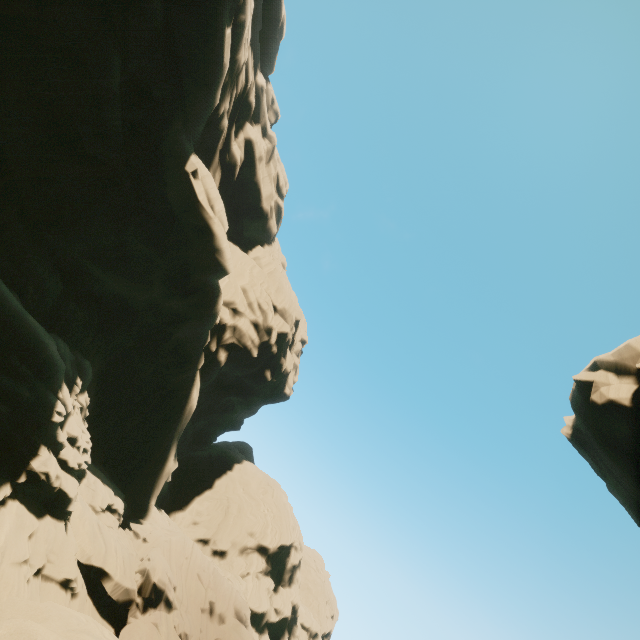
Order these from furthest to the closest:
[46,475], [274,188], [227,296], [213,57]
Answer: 1. [274,188]
2. [227,296]
3. [213,57]
4. [46,475]

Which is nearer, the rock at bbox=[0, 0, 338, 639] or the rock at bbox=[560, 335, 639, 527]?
the rock at bbox=[0, 0, 338, 639]

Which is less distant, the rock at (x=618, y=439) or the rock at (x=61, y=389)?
the rock at (x=61, y=389)
